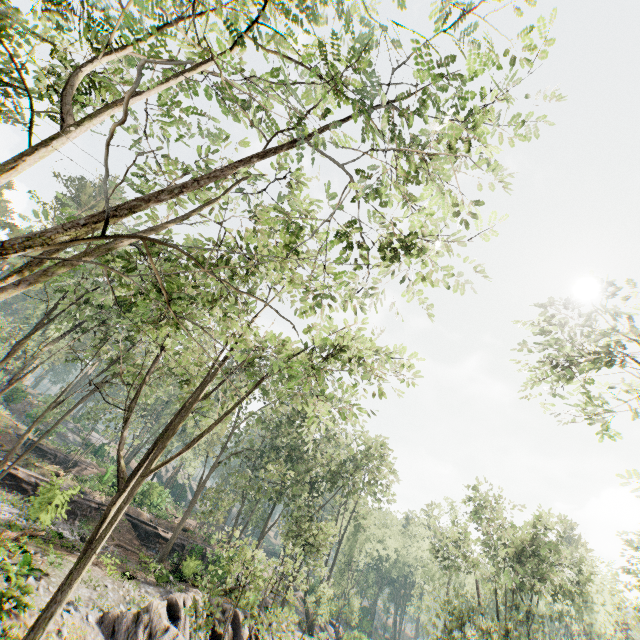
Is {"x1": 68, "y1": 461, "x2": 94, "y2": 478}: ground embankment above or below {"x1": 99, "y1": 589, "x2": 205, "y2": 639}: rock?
above

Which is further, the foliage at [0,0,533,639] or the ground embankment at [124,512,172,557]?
the ground embankment at [124,512,172,557]

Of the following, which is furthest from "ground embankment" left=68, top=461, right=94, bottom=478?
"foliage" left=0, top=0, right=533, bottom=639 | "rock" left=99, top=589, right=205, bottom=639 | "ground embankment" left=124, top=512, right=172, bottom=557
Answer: "rock" left=99, top=589, right=205, bottom=639

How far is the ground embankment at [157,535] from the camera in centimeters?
2988cm

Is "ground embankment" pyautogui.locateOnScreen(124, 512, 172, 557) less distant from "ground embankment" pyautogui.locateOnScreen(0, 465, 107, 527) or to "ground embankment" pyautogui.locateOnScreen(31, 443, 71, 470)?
"ground embankment" pyautogui.locateOnScreen(0, 465, 107, 527)

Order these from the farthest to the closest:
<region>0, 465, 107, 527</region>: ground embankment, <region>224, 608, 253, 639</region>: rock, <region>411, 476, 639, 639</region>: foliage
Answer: <region>411, 476, 639, 639</region>: foliage
<region>224, 608, 253, 639</region>: rock
<region>0, 465, 107, 527</region>: ground embankment

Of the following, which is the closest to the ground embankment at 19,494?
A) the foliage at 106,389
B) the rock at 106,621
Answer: the rock at 106,621

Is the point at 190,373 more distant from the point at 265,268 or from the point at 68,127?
the point at 265,268
